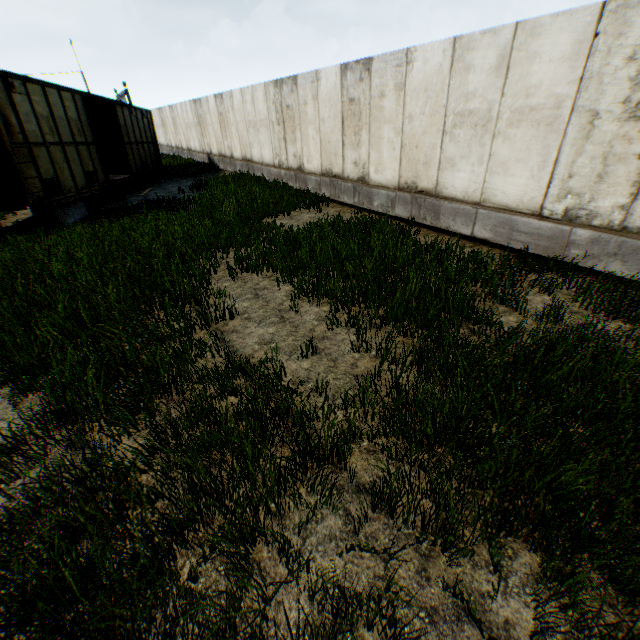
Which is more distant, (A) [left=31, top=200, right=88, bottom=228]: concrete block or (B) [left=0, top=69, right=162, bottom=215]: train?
(A) [left=31, top=200, right=88, bottom=228]: concrete block

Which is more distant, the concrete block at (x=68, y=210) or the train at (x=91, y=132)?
the concrete block at (x=68, y=210)

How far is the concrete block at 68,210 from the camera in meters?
10.2

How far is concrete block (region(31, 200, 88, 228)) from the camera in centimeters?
1023cm

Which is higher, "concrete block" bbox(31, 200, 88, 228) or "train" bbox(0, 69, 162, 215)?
"train" bbox(0, 69, 162, 215)

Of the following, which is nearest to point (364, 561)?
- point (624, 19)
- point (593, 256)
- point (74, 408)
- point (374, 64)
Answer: point (74, 408)
